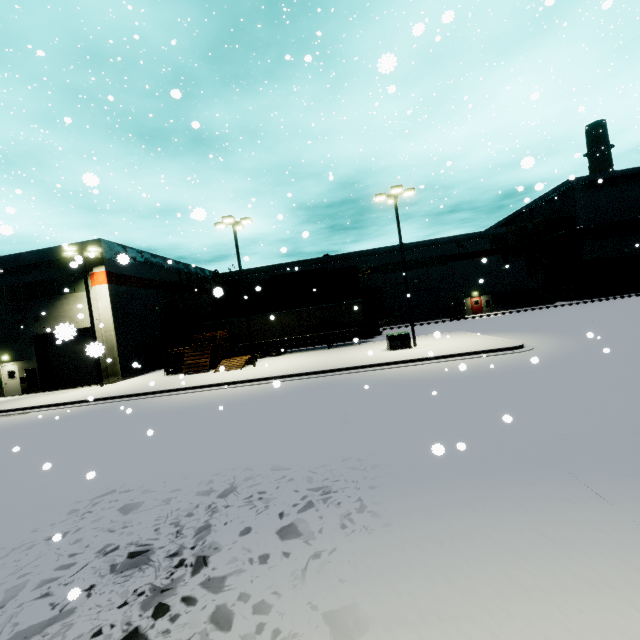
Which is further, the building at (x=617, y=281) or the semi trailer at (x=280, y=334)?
the building at (x=617, y=281)

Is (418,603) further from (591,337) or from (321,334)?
(321,334)

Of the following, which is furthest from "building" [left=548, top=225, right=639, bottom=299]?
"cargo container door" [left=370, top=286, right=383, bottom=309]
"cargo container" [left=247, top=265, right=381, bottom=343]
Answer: "cargo container door" [left=370, top=286, right=383, bottom=309]

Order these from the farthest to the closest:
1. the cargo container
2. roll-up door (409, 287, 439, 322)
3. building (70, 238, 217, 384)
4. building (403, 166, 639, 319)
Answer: roll-up door (409, 287, 439, 322) < building (403, 166, 639, 319) < the cargo container < building (70, 238, 217, 384)

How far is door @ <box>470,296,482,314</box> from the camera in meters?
42.9

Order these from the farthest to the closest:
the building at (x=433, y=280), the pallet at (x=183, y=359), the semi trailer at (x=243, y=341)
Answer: the building at (x=433, y=280) < the semi trailer at (x=243, y=341) < the pallet at (x=183, y=359)

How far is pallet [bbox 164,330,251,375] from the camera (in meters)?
22.28

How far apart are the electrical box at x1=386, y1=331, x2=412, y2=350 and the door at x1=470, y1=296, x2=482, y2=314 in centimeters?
2616cm
